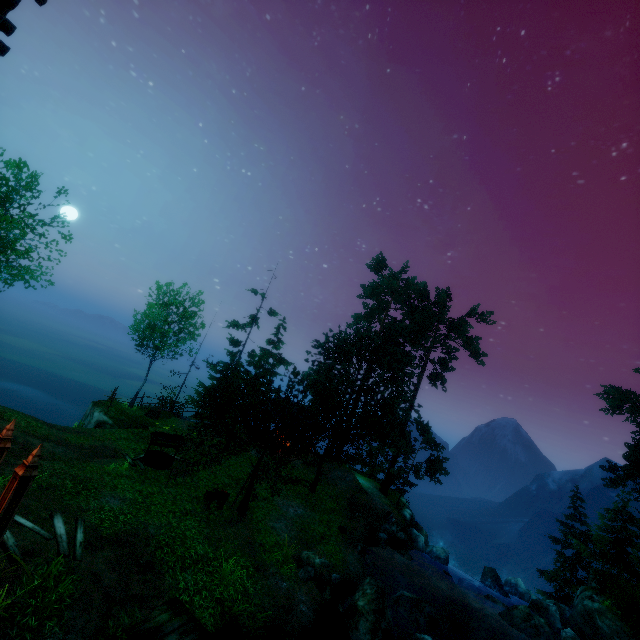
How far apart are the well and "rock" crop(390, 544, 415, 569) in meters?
15.3

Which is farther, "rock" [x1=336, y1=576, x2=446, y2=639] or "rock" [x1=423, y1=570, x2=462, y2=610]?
"rock" [x1=423, y1=570, x2=462, y2=610]

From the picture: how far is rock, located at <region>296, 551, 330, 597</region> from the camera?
13.02m

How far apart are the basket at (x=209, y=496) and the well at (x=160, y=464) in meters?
3.9 m

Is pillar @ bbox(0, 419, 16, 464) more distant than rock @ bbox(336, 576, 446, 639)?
No

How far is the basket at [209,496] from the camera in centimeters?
1427cm

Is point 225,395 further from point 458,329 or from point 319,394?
point 458,329

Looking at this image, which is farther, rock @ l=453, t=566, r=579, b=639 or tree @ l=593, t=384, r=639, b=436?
tree @ l=593, t=384, r=639, b=436
